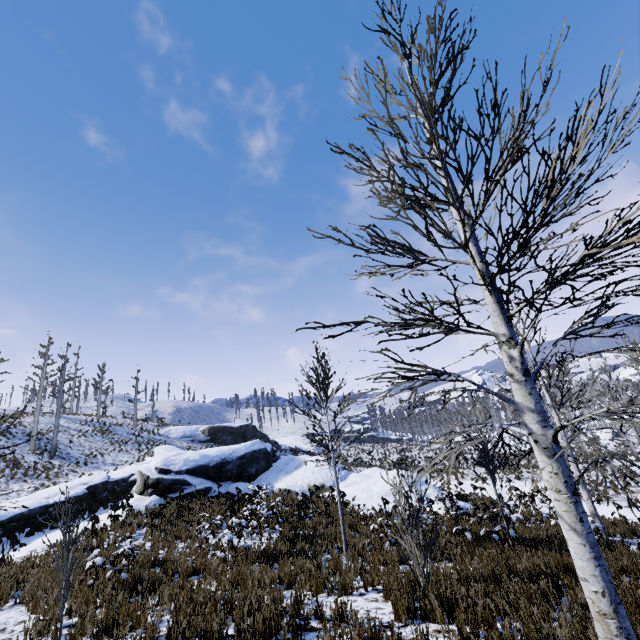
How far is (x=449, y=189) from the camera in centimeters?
276cm

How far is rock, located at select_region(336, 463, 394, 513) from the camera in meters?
17.0

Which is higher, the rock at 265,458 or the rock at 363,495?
the rock at 265,458

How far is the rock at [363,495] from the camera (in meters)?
16.97

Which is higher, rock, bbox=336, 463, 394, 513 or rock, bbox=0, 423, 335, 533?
rock, bbox=0, 423, 335, 533
